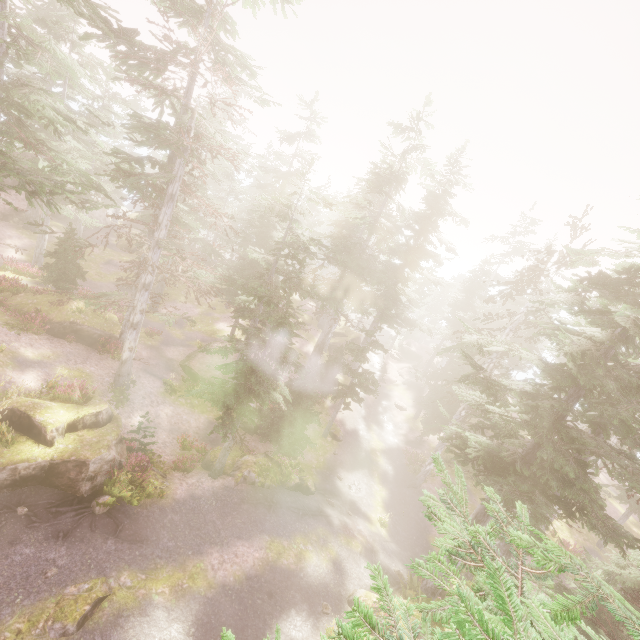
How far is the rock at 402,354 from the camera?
A: 48.44m

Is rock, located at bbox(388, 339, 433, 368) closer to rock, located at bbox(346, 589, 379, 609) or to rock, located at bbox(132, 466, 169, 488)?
rock, located at bbox(346, 589, 379, 609)

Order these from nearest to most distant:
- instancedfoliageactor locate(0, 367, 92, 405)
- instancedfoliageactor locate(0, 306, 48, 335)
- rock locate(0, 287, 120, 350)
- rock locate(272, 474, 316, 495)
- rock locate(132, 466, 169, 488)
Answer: instancedfoliageactor locate(0, 367, 92, 405) → rock locate(132, 466, 169, 488) → instancedfoliageactor locate(0, 306, 48, 335) → rock locate(272, 474, 316, 495) → rock locate(0, 287, 120, 350)

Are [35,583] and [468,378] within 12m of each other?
no

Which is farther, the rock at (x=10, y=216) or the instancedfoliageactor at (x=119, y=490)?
the rock at (x=10, y=216)

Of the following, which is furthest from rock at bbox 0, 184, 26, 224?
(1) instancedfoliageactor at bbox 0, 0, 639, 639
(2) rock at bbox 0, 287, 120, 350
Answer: (2) rock at bbox 0, 287, 120, 350

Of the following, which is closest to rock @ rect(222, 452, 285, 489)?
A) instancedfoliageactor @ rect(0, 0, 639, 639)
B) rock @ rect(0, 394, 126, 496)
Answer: instancedfoliageactor @ rect(0, 0, 639, 639)

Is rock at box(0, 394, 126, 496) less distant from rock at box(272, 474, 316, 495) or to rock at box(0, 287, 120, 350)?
rock at box(0, 287, 120, 350)
